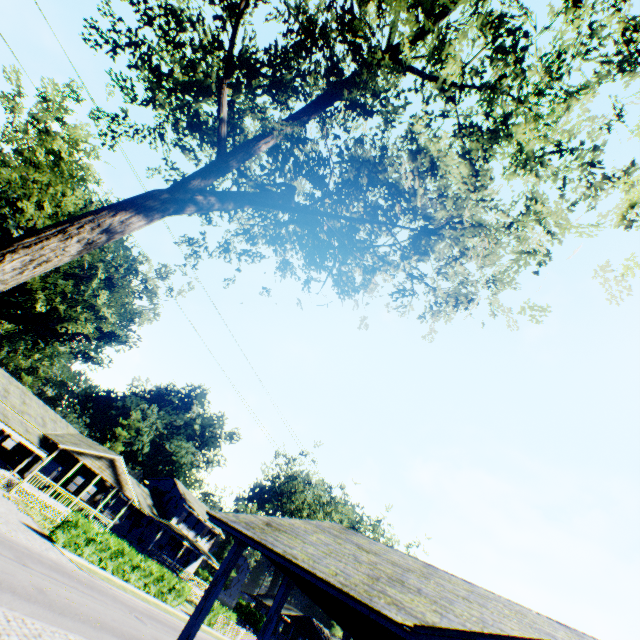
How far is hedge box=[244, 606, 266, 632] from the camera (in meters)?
56.28

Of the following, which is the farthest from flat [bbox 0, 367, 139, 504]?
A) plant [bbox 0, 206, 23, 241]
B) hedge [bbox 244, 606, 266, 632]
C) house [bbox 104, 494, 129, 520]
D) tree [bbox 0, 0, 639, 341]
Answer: hedge [bbox 244, 606, 266, 632]

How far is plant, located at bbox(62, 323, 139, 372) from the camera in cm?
5631

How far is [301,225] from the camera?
11.4m

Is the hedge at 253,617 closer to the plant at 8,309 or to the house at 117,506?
the plant at 8,309

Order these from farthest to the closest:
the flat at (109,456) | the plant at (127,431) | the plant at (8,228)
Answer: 1. the plant at (127,431)
2. the plant at (8,228)
3. the flat at (109,456)

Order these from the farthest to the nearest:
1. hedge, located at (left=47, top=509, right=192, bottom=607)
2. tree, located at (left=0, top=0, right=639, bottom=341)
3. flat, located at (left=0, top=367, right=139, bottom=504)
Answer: flat, located at (left=0, top=367, right=139, bottom=504) < hedge, located at (left=47, top=509, right=192, bottom=607) < tree, located at (left=0, top=0, right=639, bottom=341)

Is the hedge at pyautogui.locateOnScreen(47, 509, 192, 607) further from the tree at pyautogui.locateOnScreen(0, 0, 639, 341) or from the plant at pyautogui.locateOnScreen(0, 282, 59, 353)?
the plant at pyautogui.locateOnScreen(0, 282, 59, 353)
